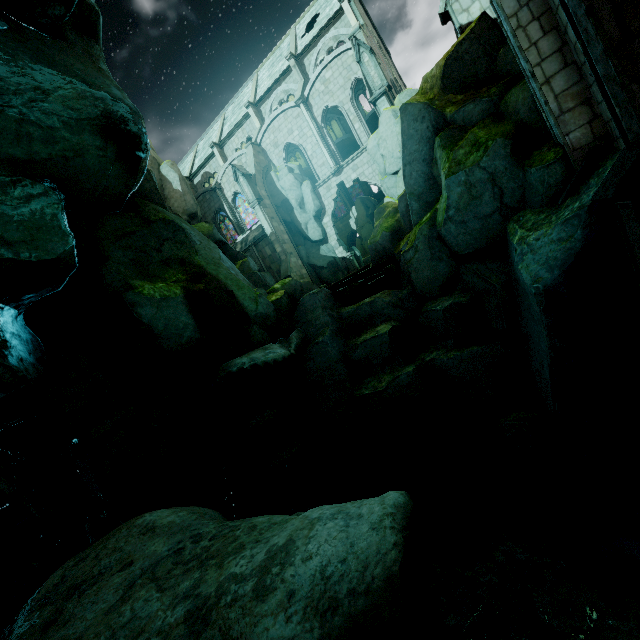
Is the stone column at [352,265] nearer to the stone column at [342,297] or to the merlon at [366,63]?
the merlon at [366,63]

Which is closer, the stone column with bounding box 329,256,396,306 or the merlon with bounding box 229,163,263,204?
the stone column with bounding box 329,256,396,306

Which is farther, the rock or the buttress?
the buttress

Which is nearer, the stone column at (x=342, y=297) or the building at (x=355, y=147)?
the stone column at (x=342, y=297)

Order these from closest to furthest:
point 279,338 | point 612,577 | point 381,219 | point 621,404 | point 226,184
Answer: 1. point 621,404
2. point 612,577
3. point 279,338
4. point 381,219
5. point 226,184

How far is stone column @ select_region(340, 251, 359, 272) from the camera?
28.22m

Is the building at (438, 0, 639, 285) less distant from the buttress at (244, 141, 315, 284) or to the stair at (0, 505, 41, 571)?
the buttress at (244, 141, 315, 284)

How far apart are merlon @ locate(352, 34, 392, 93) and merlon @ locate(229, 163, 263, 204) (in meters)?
10.98
